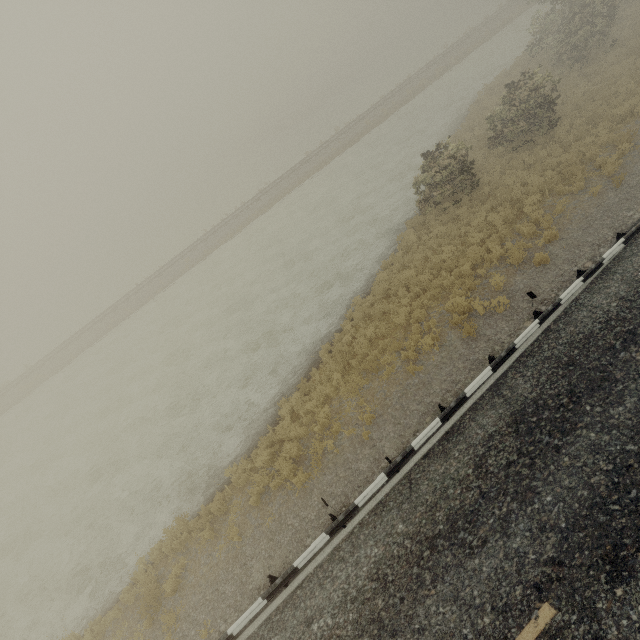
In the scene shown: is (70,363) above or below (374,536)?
below
